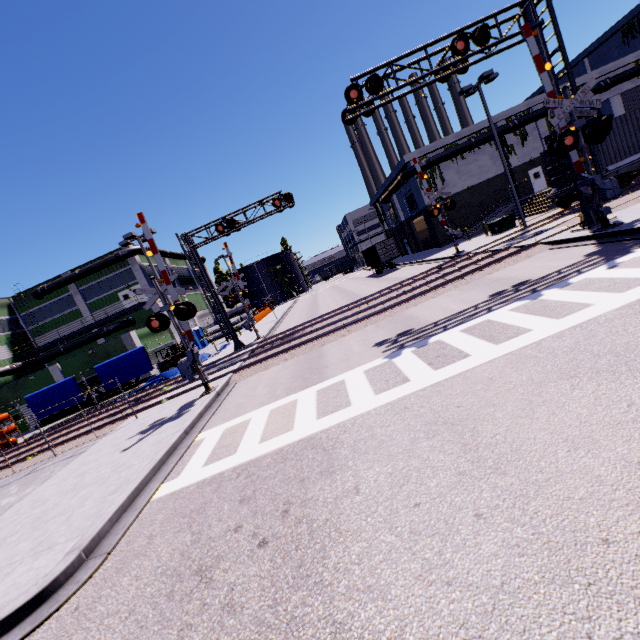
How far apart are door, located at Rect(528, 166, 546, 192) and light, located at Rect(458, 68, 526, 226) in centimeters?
1824cm

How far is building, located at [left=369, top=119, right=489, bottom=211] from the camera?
33.9 meters

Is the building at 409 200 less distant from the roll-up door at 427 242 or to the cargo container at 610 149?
the roll-up door at 427 242

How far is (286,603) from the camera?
3.22m

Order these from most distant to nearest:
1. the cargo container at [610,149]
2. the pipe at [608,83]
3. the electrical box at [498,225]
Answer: the pipe at [608,83] < the electrical box at [498,225] < the cargo container at [610,149]

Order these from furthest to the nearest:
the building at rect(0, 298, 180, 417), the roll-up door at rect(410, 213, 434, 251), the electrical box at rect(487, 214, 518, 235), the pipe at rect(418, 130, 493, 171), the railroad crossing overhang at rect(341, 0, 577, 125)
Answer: the roll-up door at rect(410, 213, 434, 251) < the pipe at rect(418, 130, 493, 171) < the building at rect(0, 298, 180, 417) < the electrical box at rect(487, 214, 518, 235) < the railroad crossing overhang at rect(341, 0, 577, 125)

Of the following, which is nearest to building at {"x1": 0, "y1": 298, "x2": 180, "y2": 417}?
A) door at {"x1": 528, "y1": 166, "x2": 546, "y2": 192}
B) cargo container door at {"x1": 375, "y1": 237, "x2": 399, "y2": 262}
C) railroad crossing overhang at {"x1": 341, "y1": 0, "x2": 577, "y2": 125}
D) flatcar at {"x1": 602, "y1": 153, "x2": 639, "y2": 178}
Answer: door at {"x1": 528, "y1": 166, "x2": 546, "y2": 192}

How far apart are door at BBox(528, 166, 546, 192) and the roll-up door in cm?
1121
